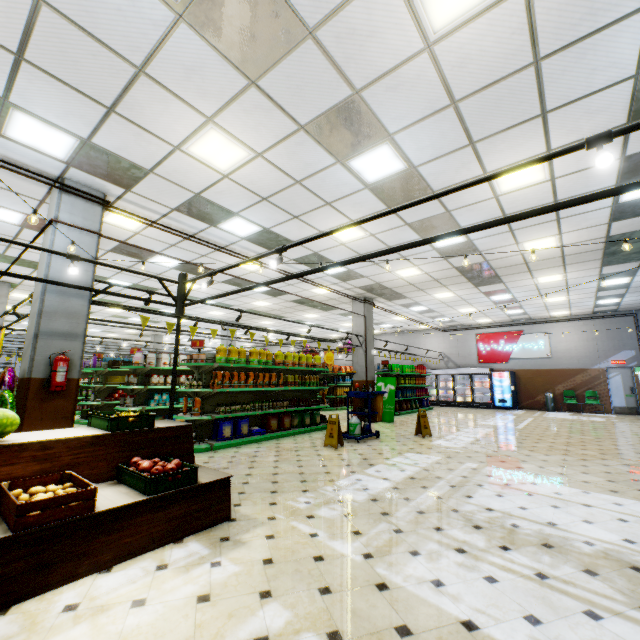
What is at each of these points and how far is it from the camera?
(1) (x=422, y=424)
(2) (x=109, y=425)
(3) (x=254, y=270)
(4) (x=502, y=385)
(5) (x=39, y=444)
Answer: (1) floor stand, 9.0 meters
(2) fruit crate, 3.7 meters
(3) building, 10.3 meters
(4) vending machine, 17.9 meters
(5) wooden stand, 3.1 meters

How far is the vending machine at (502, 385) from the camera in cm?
1758

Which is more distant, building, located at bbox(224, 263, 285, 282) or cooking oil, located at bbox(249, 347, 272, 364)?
building, located at bbox(224, 263, 285, 282)

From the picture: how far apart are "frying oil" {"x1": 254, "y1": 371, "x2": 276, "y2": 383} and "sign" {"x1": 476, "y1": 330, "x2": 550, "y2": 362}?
14.7m

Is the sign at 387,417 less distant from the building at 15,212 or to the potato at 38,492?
the building at 15,212

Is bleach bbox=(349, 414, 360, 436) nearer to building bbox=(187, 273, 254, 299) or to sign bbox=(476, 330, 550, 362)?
building bbox=(187, 273, 254, 299)

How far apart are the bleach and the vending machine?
12.9 meters

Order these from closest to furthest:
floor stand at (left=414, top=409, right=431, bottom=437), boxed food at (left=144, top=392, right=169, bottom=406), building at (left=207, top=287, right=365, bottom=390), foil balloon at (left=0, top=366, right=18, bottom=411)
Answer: foil balloon at (left=0, top=366, right=18, bottom=411) < floor stand at (left=414, top=409, right=431, bottom=437) < boxed food at (left=144, top=392, right=169, bottom=406) < building at (left=207, top=287, right=365, bottom=390)
